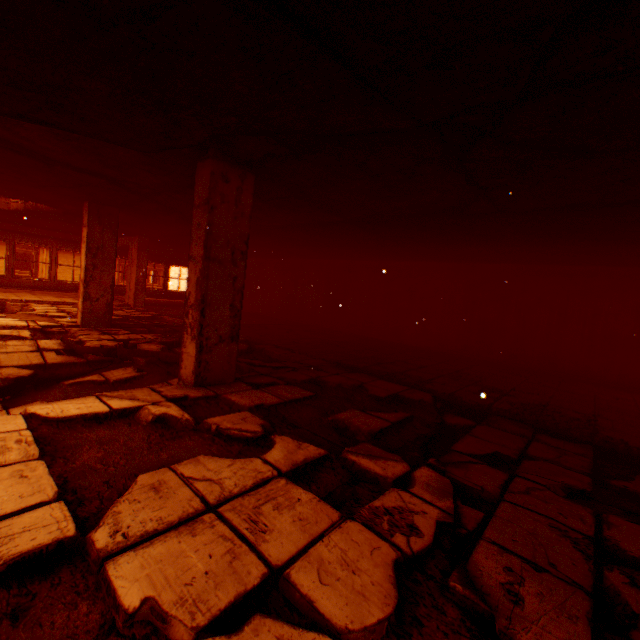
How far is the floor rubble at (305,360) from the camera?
5.6m

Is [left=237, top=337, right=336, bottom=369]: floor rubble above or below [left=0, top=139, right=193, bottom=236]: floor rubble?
below

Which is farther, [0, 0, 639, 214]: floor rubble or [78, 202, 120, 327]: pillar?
[78, 202, 120, 327]: pillar

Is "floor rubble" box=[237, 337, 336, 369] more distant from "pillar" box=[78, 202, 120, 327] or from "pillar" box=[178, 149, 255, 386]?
"pillar" box=[178, 149, 255, 386]

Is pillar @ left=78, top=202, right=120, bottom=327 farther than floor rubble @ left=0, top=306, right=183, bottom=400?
Yes

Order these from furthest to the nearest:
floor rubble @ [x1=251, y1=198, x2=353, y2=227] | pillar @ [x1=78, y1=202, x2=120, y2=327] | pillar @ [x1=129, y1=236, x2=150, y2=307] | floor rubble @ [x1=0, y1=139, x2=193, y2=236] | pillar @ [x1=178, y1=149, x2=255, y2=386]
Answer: pillar @ [x1=129, y1=236, x2=150, y2=307]
pillar @ [x1=78, y1=202, x2=120, y2=327]
floor rubble @ [x1=251, y1=198, x2=353, y2=227]
floor rubble @ [x1=0, y1=139, x2=193, y2=236]
pillar @ [x1=178, y1=149, x2=255, y2=386]

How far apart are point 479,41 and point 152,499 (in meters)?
2.92

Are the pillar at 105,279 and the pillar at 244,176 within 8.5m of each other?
yes
